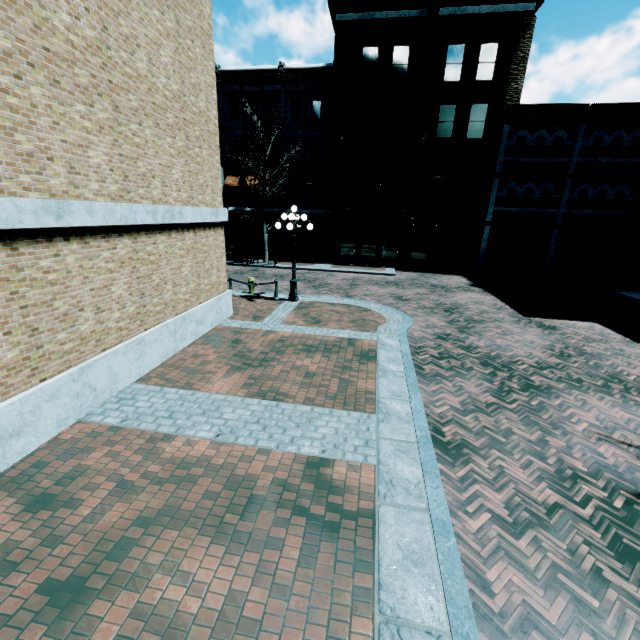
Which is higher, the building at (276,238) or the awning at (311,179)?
the awning at (311,179)

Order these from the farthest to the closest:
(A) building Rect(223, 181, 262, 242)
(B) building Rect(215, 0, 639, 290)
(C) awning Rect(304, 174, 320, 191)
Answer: (A) building Rect(223, 181, 262, 242), (C) awning Rect(304, 174, 320, 191), (B) building Rect(215, 0, 639, 290)

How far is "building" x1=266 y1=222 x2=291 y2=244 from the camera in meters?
27.3 m

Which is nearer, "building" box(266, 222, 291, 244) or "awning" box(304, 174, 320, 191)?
"awning" box(304, 174, 320, 191)

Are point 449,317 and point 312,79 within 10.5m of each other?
no

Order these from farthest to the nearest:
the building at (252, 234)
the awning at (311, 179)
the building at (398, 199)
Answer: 1. the building at (252, 234)
2. the awning at (311, 179)
3. the building at (398, 199)
